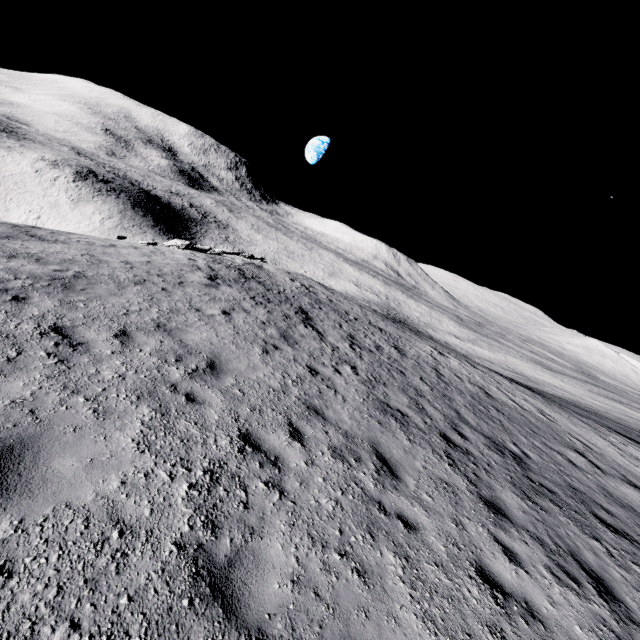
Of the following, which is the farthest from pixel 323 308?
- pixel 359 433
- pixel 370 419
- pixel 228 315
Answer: pixel 359 433
